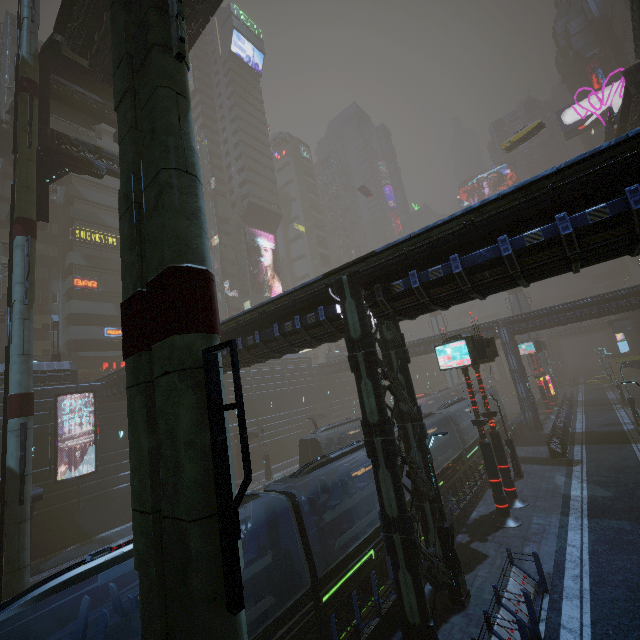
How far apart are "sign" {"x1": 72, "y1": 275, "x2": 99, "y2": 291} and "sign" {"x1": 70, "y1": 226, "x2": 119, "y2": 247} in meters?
4.3

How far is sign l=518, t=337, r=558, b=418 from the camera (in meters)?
39.06

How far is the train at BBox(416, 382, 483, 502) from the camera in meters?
20.2

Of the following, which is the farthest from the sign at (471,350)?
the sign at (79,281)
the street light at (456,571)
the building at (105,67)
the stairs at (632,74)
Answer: the sign at (79,281)

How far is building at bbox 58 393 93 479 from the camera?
25.0m

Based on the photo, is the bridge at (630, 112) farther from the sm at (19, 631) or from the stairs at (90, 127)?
the stairs at (90, 127)

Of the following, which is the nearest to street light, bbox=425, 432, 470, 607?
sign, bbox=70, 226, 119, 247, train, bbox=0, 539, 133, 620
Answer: train, bbox=0, 539, 133, 620

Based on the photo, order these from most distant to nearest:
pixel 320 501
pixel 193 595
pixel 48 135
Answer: pixel 320 501
pixel 48 135
pixel 193 595
